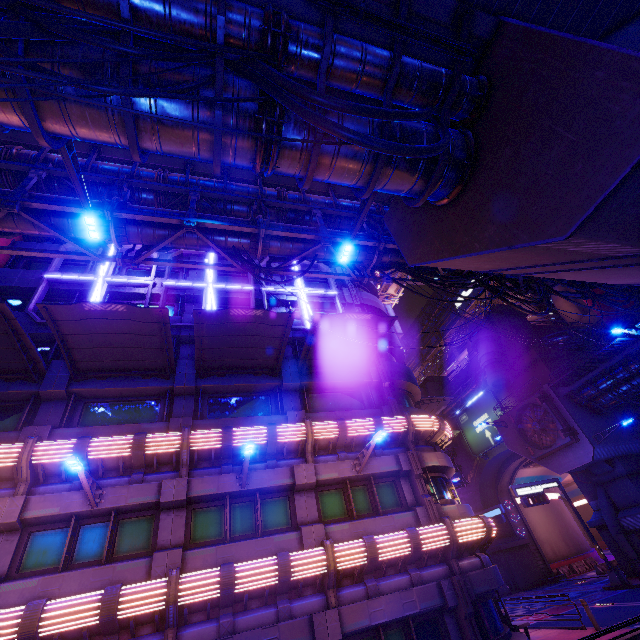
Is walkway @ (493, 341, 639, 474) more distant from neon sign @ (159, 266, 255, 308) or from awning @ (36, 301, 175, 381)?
awning @ (36, 301, 175, 381)

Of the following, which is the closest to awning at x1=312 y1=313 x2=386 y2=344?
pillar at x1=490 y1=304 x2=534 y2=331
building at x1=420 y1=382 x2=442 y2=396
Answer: pillar at x1=490 y1=304 x2=534 y2=331

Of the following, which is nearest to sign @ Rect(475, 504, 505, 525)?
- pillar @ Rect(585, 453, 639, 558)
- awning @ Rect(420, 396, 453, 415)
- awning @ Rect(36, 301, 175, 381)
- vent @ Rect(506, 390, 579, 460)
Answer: pillar @ Rect(585, 453, 639, 558)

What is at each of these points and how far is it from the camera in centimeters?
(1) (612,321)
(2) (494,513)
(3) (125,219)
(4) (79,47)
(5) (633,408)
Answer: (1) building, 4059cm
(2) sign, 3547cm
(3) pipe, 1102cm
(4) walkway, 535cm
(5) vent, 2900cm

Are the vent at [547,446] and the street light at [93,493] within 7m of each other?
no

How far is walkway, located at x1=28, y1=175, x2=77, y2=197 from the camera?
11.8 meters

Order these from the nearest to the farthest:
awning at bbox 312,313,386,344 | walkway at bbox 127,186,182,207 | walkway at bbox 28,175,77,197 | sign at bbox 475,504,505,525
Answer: walkway at bbox 28,175,77,197, walkway at bbox 127,186,182,207, awning at bbox 312,313,386,344, sign at bbox 475,504,505,525

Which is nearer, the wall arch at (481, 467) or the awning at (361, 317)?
the awning at (361, 317)
